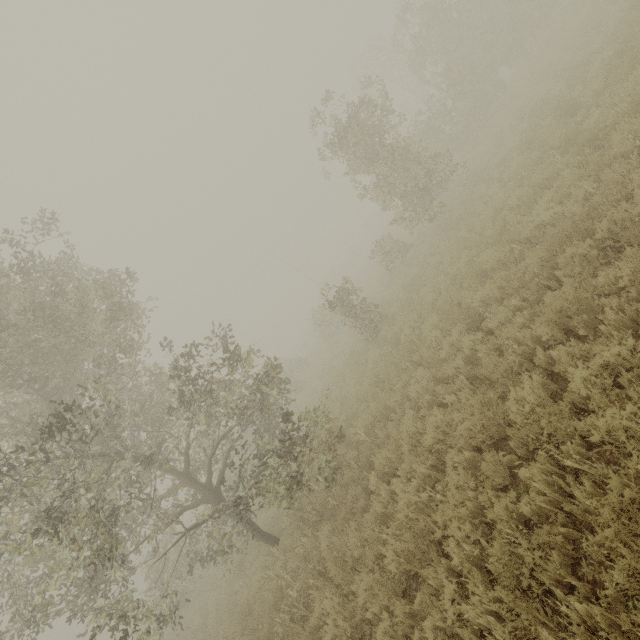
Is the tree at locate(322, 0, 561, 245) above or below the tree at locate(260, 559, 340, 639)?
above

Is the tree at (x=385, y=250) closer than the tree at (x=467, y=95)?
No

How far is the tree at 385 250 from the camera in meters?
17.0 m

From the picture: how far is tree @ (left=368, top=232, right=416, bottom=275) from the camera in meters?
17.0

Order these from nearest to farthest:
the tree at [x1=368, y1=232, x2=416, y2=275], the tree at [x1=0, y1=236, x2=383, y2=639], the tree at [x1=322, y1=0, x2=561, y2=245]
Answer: the tree at [x1=0, y1=236, x2=383, y2=639] → the tree at [x1=322, y1=0, x2=561, y2=245] → the tree at [x1=368, y1=232, x2=416, y2=275]

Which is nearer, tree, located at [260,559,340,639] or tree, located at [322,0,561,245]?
tree, located at [260,559,340,639]

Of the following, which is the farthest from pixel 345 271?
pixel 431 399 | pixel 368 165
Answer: pixel 431 399
